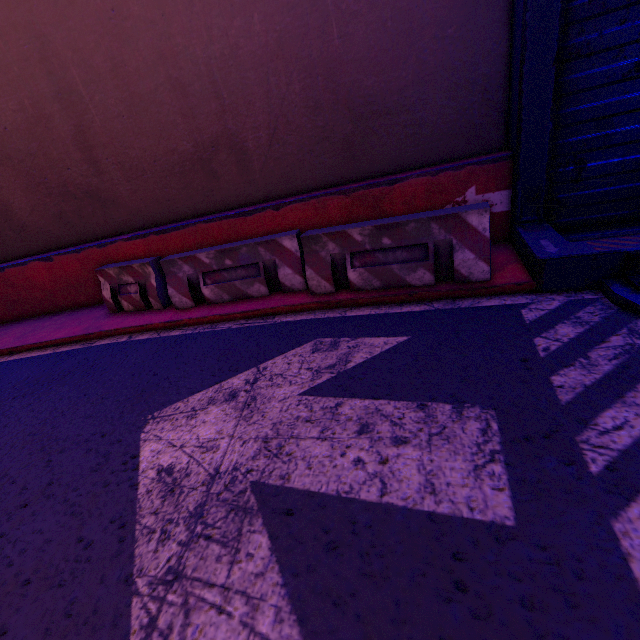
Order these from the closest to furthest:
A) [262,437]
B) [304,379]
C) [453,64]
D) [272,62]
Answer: [262,437] → [304,379] → [453,64] → [272,62]

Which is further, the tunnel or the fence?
the fence

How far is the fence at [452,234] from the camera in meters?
4.0 m

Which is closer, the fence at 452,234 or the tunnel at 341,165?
the tunnel at 341,165

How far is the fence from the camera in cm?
401
